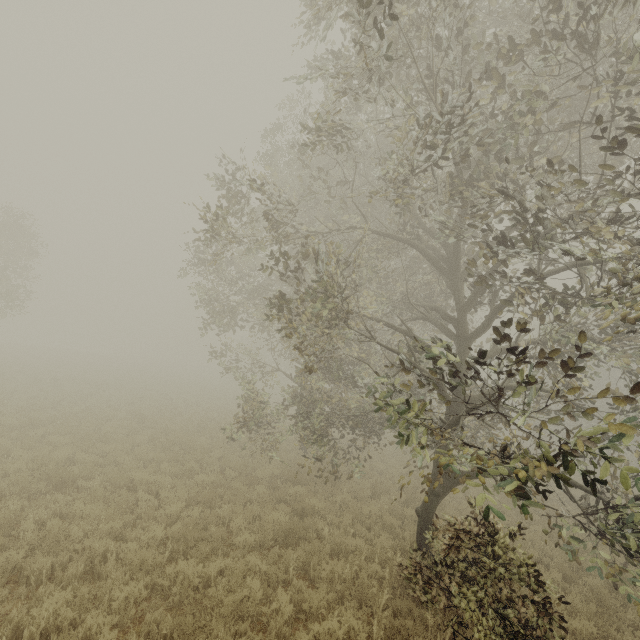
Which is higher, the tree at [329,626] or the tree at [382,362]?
the tree at [382,362]

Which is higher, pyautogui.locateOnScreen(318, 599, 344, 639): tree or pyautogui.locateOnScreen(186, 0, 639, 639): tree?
pyautogui.locateOnScreen(186, 0, 639, 639): tree

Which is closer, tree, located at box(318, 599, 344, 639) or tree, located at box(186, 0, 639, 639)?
tree, located at box(186, 0, 639, 639)

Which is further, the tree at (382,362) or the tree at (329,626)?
the tree at (329,626)

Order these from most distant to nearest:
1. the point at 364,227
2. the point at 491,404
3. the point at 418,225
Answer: the point at 418,225 → the point at 364,227 → the point at 491,404
